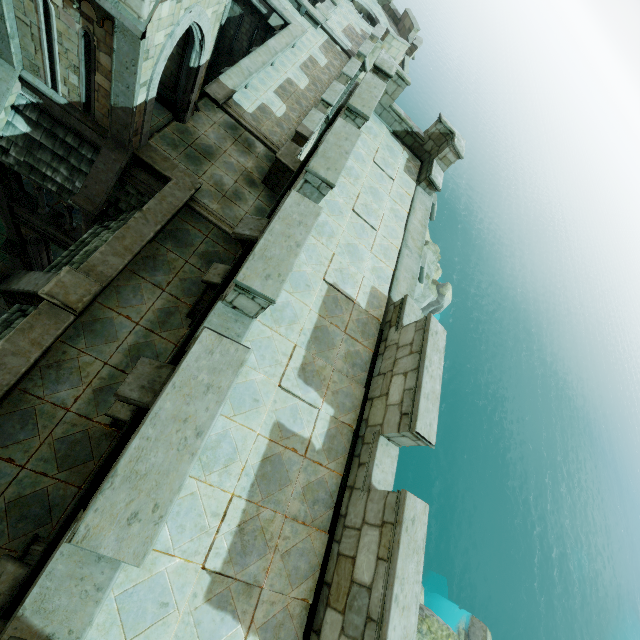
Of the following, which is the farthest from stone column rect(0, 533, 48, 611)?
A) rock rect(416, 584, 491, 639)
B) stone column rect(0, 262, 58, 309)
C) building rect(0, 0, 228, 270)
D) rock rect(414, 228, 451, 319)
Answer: rock rect(414, 228, 451, 319)

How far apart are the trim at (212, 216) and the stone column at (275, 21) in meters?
14.0

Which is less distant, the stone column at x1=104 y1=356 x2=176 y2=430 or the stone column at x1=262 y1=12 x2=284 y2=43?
the stone column at x1=104 y1=356 x2=176 y2=430

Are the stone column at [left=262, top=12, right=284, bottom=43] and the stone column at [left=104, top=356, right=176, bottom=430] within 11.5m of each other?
no

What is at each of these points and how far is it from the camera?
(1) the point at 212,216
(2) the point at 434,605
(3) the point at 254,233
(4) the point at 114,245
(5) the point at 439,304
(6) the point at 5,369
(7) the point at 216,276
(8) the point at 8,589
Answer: (1) trim, 11.45m
(2) rock, 31.36m
(3) stone column, 6.21m
(4) wall trim, 8.70m
(5) rock, 40.81m
(6) wall trim, 6.66m
(7) stone column, 7.87m
(8) stone column, 4.41m

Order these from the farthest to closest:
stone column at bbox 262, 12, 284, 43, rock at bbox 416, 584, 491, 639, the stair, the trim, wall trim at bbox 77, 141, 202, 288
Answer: stone column at bbox 262, 12, 284, 43
the trim
rock at bbox 416, 584, 491, 639
wall trim at bbox 77, 141, 202, 288
the stair

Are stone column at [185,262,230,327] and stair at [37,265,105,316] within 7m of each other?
yes

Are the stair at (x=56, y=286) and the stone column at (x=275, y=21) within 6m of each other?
no
